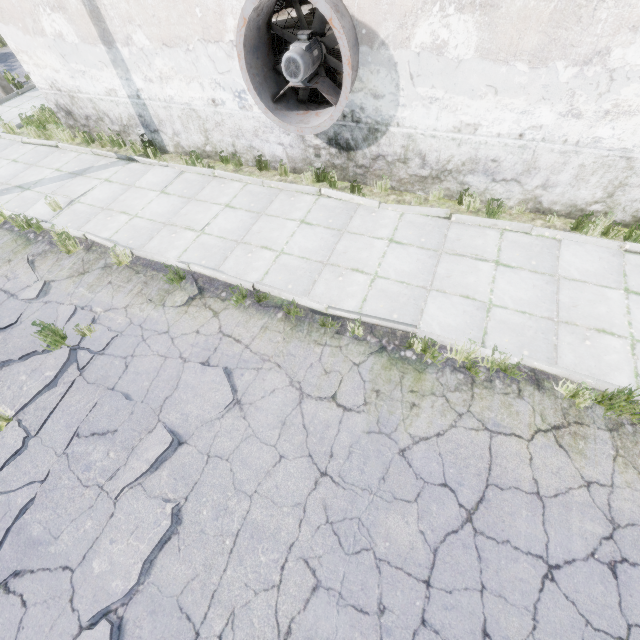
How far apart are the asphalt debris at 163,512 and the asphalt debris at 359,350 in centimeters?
210cm

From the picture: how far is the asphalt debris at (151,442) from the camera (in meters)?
4.18

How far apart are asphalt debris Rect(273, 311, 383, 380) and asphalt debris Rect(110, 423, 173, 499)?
1.77m

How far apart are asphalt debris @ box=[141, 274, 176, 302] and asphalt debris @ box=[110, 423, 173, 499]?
2.4m

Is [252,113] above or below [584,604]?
above

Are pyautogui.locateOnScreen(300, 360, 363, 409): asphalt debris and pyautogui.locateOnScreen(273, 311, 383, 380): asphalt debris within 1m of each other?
yes

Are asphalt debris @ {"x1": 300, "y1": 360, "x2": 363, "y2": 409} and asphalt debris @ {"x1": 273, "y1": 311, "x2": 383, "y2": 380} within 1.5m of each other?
yes

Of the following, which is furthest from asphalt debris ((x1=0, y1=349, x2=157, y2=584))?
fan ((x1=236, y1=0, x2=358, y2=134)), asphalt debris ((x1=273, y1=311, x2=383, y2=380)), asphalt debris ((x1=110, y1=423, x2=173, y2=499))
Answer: fan ((x1=236, y1=0, x2=358, y2=134))
